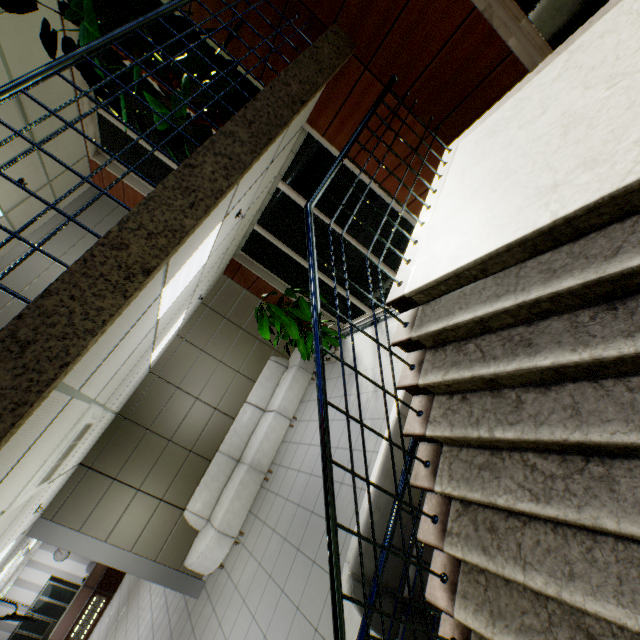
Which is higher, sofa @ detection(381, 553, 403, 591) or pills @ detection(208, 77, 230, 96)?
pills @ detection(208, 77, 230, 96)

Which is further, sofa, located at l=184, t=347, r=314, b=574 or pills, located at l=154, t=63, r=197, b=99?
sofa, located at l=184, t=347, r=314, b=574

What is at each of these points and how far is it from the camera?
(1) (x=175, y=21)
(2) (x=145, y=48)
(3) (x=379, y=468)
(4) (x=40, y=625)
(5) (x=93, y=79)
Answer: (1) pills, 3.52m
(2) pills, 3.76m
(3) sofa, 2.54m
(4) cabinet, 12.83m
(5) pills, 3.10m

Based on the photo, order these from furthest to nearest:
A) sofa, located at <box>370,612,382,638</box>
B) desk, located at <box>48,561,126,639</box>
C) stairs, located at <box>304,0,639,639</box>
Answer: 1. desk, located at <box>48,561,126,639</box>
2. sofa, located at <box>370,612,382,638</box>
3. stairs, located at <box>304,0,639,639</box>

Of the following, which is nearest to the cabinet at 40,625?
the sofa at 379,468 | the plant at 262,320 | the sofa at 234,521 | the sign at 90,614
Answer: the sign at 90,614

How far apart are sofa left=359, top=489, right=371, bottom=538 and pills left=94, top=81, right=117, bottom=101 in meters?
2.9

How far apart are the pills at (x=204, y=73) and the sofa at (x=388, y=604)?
2.86m

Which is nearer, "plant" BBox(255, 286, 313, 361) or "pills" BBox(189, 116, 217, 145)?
"pills" BBox(189, 116, 217, 145)
